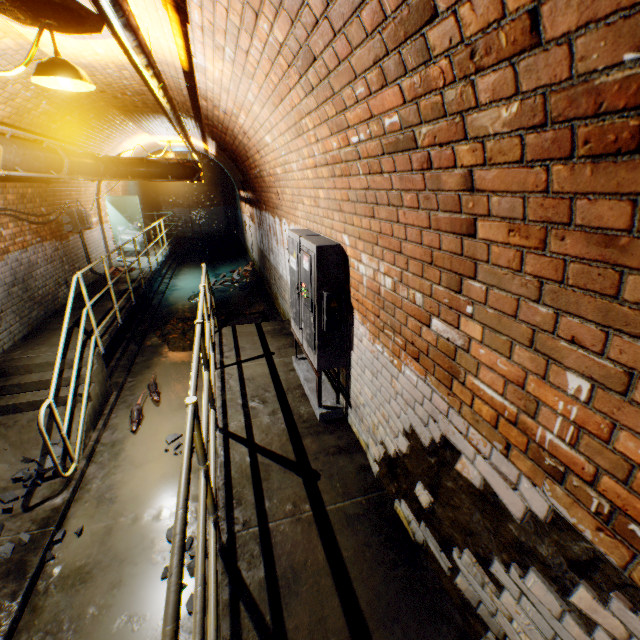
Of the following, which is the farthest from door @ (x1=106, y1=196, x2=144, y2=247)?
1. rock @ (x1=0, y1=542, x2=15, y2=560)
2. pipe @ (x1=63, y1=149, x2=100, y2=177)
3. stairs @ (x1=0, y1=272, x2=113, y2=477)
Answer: rock @ (x1=0, y1=542, x2=15, y2=560)

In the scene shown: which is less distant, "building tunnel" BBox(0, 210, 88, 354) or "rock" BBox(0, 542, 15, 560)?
"rock" BBox(0, 542, 15, 560)

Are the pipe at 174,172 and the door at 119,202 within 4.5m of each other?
yes

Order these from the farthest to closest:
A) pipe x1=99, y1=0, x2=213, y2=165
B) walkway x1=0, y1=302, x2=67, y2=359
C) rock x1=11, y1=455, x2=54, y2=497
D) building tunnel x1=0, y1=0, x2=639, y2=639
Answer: walkway x1=0, y1=302, x2=67, y2=359 < rock x1=11, y1=455, x2=54, y2=497 < pipe x1=99, y1=0, x2=213, y2=165 < building tunnel x1=0, y1=0, x2=639, y2=639

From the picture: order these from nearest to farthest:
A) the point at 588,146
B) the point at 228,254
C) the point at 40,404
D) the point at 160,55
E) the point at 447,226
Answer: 1. the point at 588,146
2. the point at 447,226
3. the point at 160,55
4. the point at 40,404
5. the point at 228,254

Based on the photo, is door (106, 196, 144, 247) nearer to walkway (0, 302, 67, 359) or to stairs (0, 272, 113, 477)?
walkway (0, 302, 67, 359)

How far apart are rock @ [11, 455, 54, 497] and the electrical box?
3.12m

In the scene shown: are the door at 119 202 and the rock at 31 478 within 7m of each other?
no
